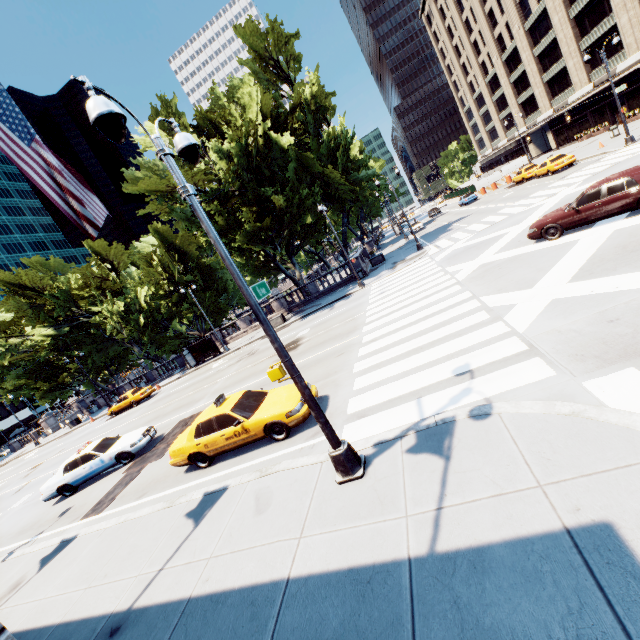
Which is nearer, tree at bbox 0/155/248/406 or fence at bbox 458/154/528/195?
tree at bbox 0/155/248/406

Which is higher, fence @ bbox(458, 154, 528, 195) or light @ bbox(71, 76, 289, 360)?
light @ bbox(71, 76, 289, 360)

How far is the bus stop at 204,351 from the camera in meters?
32.3 m

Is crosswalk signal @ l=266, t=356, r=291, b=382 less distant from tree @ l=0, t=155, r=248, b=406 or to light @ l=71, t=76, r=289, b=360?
light @ l=71, t=76, r=289, b=360

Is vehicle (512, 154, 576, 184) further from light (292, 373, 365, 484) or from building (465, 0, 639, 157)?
light (292, 373, 365, 484)

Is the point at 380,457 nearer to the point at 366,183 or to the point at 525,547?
the point at 525,547

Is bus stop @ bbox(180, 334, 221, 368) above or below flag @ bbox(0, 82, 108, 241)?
below

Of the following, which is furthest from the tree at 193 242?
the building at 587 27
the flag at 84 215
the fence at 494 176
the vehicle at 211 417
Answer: the flag at 84 215
